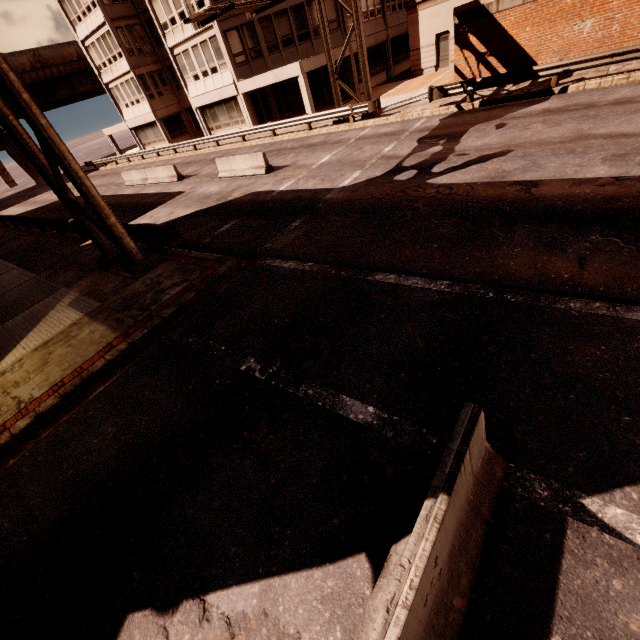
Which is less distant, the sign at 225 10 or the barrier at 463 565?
the barrier at 463 565

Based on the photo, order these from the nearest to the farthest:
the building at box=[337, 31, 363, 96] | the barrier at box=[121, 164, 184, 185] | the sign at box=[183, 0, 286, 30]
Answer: the sign at box=[183, 0, 286, 30] → the barrier at box=[121, 164, 184, 185] → the building at box=[337, 31, 363, 96]

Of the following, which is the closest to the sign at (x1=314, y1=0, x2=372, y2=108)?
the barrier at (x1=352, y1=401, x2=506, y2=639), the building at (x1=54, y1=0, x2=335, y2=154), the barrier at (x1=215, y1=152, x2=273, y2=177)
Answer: the building at (x1=54, y1=0, x2=335, y2=154)

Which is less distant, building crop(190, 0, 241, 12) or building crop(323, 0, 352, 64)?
building crop(190, 0, 241, 12)

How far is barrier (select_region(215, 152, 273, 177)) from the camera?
16.6 meters

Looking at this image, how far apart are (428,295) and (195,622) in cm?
576

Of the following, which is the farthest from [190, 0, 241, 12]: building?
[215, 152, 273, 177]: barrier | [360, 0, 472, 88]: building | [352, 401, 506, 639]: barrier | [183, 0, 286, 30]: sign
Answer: [352, 401, 506, 639]: barrier

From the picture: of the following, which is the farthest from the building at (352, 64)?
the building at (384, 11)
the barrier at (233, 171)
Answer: the barrier at (233, 171)
